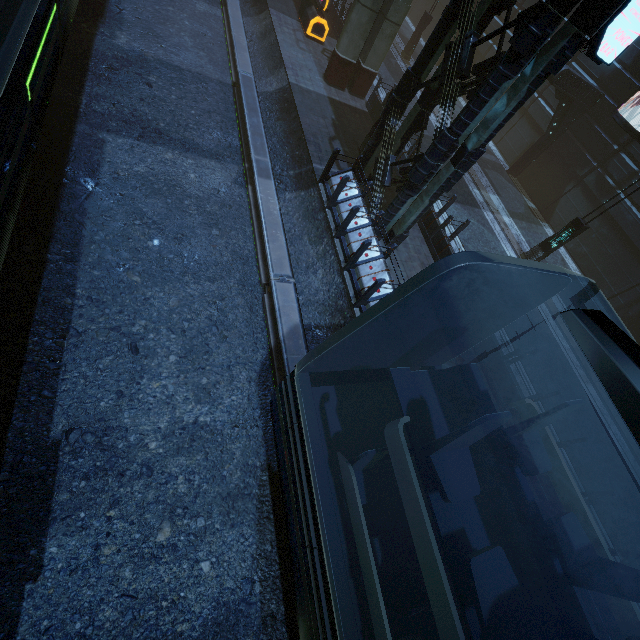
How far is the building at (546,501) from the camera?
7.7m

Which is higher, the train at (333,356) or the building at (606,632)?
the train at (333,356)

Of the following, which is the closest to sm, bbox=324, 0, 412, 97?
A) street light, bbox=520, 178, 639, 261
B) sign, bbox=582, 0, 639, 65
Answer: sign, bbox=582, 0, 639, 65

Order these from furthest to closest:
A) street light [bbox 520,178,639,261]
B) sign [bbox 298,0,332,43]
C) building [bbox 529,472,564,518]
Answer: sign [bbox 298,0,332,43]
street light [bbox 520,178,639,261]
building [bbox 529,472,564,518]

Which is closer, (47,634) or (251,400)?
(47,634)

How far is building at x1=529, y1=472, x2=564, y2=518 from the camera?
7.7m

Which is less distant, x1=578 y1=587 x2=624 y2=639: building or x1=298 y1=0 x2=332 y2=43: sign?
x1=578 y1=587 x2=624 y2=639: building
